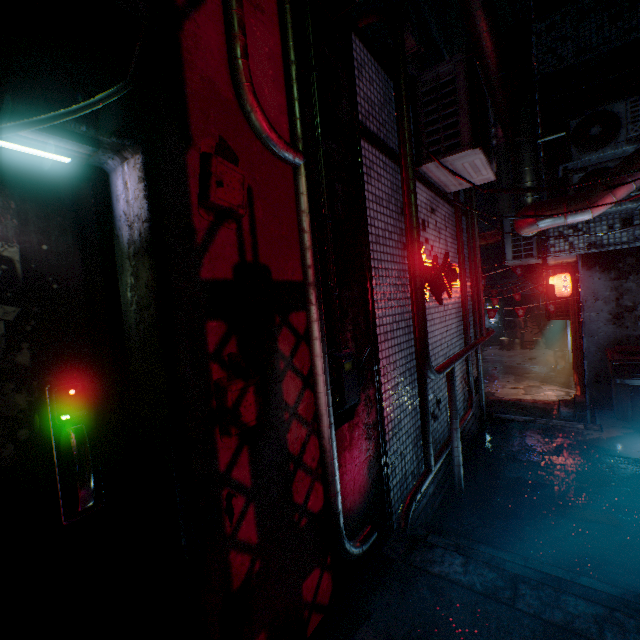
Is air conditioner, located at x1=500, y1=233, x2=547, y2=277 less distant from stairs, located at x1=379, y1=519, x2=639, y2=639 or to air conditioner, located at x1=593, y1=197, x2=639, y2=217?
air conditioner, located at x1=593, y1=197, x2=639, y2=217

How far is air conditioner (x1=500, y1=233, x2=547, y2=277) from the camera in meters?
5.7

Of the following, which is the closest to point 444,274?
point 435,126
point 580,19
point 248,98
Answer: point 435,126

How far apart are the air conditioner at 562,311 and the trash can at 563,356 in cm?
558

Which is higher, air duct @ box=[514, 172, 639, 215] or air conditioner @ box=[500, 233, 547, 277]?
air duct @ box=[514, 172, 639, 215]

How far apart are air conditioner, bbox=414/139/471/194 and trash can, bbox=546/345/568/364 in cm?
1232

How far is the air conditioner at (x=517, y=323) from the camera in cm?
1711

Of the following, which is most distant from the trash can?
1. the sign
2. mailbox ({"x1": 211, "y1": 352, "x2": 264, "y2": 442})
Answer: mailbox ({"x1": 211, "y1": 352, "x2": 264, "y2": 442})
